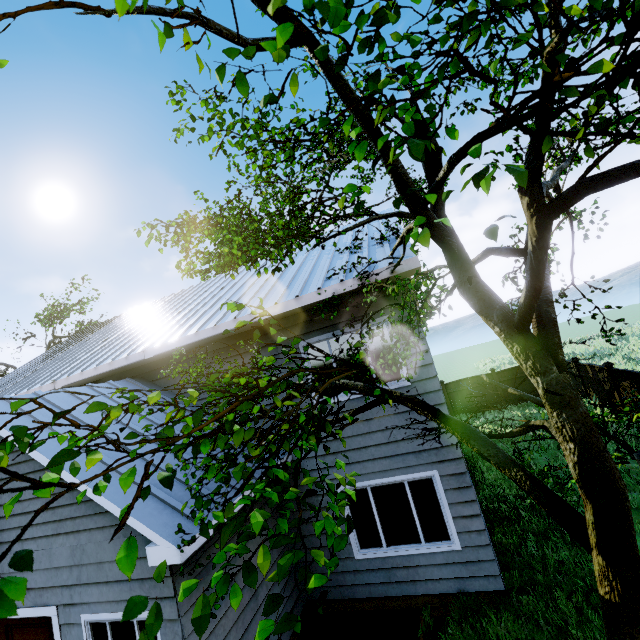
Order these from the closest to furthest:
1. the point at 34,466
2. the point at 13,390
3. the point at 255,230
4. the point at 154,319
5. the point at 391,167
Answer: the point at 391,167 < the point at 255,230 < the point at 34,466 < the point at 13,390 < the point at 154,319

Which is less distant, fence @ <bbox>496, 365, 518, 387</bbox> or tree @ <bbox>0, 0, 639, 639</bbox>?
tree @ <bbox>0, 0, 639, 639</bbox>

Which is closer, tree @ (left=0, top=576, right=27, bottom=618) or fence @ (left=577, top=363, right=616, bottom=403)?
tree @ (left=0, top=576, right=27, bottom=618)

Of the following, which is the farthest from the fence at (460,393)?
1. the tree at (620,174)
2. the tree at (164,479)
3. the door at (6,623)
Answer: the tree at (164,479)

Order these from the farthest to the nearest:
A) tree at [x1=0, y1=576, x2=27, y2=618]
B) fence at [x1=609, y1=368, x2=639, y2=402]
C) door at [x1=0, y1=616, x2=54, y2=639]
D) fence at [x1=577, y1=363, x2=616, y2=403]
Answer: fence at [x1=577, y1=363, x2=616, y2=403], fence at [x1=609, y1=368, x2=639, y2=402], door at [x1=0, y1=616, x2=54, y2=639], tree at [x1=0, y1=576, x2=27, y2=618]

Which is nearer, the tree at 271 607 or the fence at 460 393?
the tree at 271 607

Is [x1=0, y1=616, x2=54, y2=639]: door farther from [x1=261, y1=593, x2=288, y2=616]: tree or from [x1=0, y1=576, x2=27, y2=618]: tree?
[x1=0, y1=576, x2=27, y2=618]: tree
